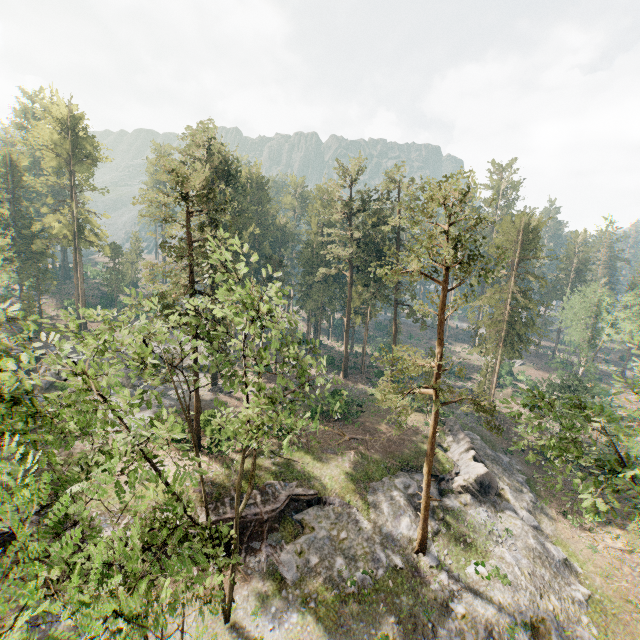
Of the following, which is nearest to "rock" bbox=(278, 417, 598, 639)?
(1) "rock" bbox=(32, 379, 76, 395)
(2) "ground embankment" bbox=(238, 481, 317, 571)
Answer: (2) "ground embankment" bbox=(238, 481, 317, 571)

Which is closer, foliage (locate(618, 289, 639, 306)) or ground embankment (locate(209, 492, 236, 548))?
ground embankment (locate(209, 492, 236, 548))

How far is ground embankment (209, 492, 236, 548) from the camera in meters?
21.6

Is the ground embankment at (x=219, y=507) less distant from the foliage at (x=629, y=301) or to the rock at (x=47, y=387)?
the foliage at (x=629, y=301)

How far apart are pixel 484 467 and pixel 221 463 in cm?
2316

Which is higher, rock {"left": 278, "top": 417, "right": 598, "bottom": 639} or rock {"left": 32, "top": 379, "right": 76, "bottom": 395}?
rock {"left": 32, "top": 379, "right": 76, "bottom": 395}

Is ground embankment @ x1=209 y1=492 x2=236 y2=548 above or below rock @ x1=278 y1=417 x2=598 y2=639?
above

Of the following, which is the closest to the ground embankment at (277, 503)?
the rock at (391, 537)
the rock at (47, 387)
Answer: the rock at (391, 537)
